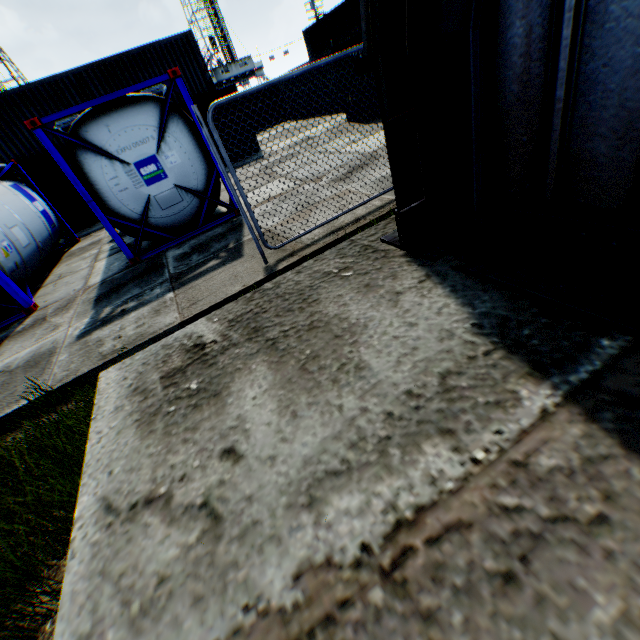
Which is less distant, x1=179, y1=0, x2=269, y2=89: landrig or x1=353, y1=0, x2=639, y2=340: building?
x1=353, y1=0, x2=639, y2=340: building

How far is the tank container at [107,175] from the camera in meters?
6.4

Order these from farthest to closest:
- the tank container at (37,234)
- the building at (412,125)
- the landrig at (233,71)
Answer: the landrig at (233,71), the tank container at (37,234), the building at (412,125)

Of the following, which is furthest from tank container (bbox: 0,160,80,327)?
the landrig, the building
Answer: the landrig

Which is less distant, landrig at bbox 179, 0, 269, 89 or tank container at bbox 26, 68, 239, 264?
tank container at bbox 26, 68, 239, 264

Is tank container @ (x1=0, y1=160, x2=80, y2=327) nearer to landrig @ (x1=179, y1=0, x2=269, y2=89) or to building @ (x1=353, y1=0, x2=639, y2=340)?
building @ (x1=353, y1=0, x2=639, y2=340)

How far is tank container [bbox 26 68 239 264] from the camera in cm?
637

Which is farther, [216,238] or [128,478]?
[216,238]
